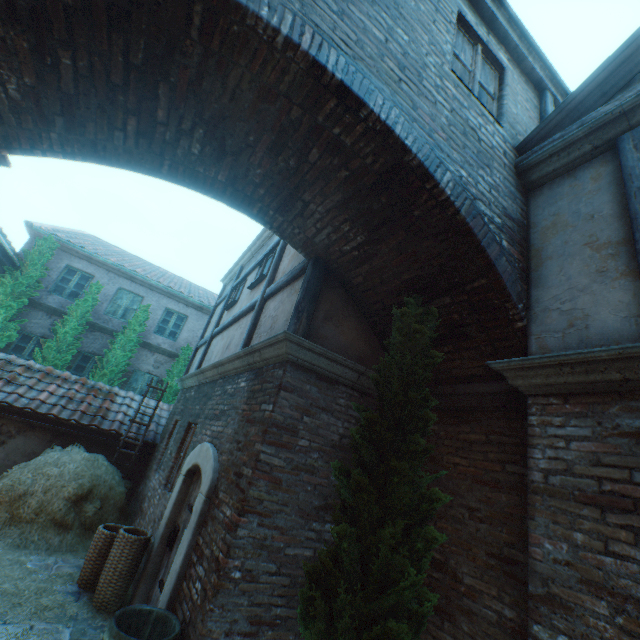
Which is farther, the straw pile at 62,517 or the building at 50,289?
the building at 50,289

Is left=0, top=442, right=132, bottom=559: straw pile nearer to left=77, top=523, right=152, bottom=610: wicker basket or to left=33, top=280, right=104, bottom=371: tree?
left=77, top=523, right=152, bottom=610: wicker basket

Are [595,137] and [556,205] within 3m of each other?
yes

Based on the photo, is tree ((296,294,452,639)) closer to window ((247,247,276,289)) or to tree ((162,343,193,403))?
window ((247,247,276,289))

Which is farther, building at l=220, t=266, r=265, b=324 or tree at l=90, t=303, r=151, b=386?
tree at l=90, t=303, r=151, b=386

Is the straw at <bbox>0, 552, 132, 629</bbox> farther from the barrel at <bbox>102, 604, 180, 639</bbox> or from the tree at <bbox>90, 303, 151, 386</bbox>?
the tree at <bbox>90, 303, 151, 386</bbox>

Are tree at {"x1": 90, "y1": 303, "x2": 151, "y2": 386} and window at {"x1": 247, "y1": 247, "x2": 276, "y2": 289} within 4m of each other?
no

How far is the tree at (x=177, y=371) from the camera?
13.0m
